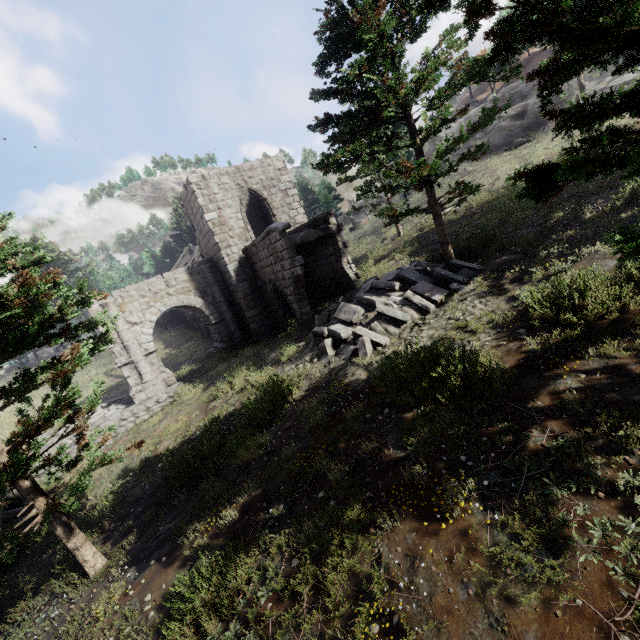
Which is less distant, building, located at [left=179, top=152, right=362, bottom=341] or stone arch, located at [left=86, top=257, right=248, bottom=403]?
building, located at [left=179, top=152, right=362, bottom=341]

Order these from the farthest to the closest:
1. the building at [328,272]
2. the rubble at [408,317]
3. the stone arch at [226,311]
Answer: the stone arch at [226,311] < the building at [328,272] < the rubble at [408,317]

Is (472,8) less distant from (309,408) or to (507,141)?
(309,408)

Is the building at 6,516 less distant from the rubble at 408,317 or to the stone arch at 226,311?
the stone arch at 226,311

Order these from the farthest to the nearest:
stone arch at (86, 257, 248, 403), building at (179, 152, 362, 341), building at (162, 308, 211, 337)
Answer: building at (162, 308, 211, 337) → stone arch at (86, 257, 248, 403) → building at (179, 152, 362, 341)

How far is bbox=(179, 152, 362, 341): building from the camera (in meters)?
14.97

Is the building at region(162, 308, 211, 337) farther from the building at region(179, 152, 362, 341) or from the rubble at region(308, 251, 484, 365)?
the rubble at region(308, 251, 484, 365)

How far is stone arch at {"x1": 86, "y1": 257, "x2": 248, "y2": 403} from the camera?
17.6m
